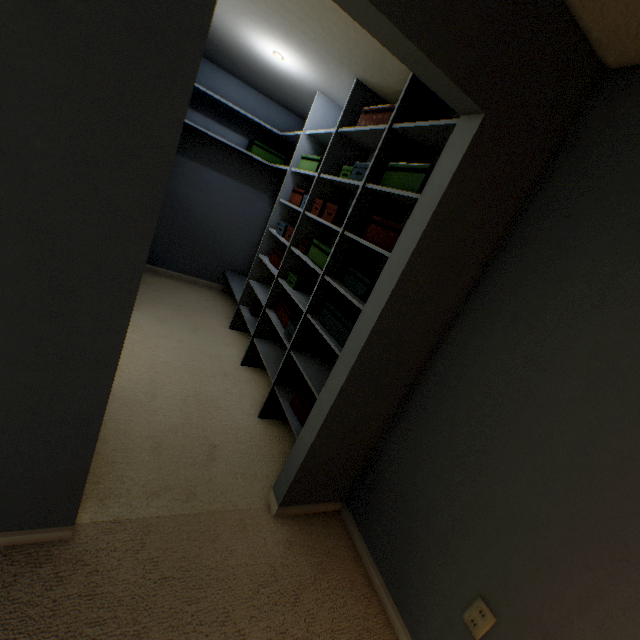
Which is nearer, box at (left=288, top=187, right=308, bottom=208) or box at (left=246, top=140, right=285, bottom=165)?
box at (left=288, top=187, right=308, bottom=208)

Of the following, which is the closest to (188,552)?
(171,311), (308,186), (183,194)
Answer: (171,311)

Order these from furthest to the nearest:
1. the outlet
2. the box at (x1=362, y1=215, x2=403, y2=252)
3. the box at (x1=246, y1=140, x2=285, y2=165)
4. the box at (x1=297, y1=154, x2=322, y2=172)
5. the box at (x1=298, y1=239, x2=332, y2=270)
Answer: the box at (x1=246, y1=140, x2=285, y2=165) → the box at (x1=297, y1=154, x2=322, y2=172) → the box at (x1=298, y1=239, x2=332, y2=270) → the box at (x1=362, y1=215, x2=403, y2=252) → the outlet

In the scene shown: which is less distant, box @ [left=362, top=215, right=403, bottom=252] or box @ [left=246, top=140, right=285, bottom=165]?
box @ [left=362, top=215, right=403, bottom=252]

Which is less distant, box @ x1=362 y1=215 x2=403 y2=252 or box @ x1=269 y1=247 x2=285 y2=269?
box @ x1=362 y1=215 x2=403 y2=252

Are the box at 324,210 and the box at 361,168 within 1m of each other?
yes

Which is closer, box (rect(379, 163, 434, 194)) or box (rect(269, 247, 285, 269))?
box (rect(379, 163, 434, 194))

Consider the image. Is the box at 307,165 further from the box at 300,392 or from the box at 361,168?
the box at 300,392
